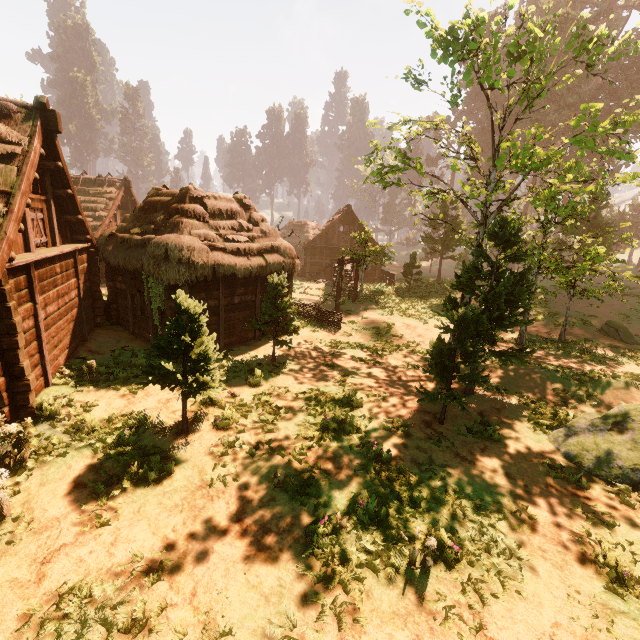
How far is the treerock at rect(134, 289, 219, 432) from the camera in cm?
733

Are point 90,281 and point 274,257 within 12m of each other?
yes

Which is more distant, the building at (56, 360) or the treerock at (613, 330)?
the treerock at (613, 330)

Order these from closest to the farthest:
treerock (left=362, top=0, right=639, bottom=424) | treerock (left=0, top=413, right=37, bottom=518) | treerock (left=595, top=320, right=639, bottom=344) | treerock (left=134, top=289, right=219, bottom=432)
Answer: treerock (left=0, top=413, right=37, bottom=518) → treerock (left=134, top=289, right=219, bottom=432) → treerock (left=362, top=0, right=639, bottom=424) → treerock (left=595, top=320, right=639, bottom=344)

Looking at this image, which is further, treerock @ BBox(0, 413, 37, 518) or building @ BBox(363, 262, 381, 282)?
building @ BBox(363, 262, 381, 282)

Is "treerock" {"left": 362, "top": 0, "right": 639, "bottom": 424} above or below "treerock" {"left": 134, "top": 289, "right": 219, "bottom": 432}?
above

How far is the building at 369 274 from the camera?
35.16m
